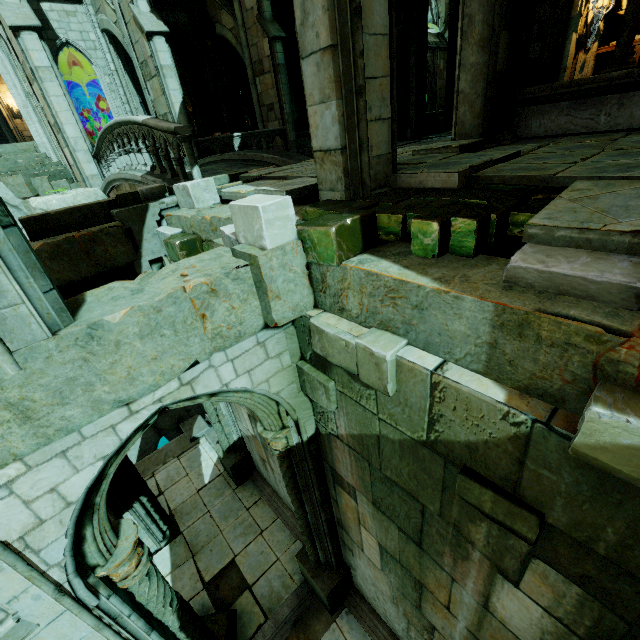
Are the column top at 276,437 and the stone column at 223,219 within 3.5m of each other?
yes

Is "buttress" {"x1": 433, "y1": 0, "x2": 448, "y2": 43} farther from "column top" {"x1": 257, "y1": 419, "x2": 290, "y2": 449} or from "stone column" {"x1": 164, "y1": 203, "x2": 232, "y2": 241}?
"column top" {"x1": 257, "y1": 419, "x2": 290, "y2": 449}

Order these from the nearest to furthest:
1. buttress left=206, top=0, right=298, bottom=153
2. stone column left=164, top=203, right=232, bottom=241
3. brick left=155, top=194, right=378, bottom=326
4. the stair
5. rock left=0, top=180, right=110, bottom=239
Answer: brick left=155, top=194, right=378, bottom=326
stone column left=164, top=203, right=232, bottom=241
the stair
rock left=0, top=180, right=110, bottom=239
buttress left=206, top=0, right=298, bottom=153

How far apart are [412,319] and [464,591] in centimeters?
322cm

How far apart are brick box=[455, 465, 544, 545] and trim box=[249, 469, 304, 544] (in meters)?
6.30

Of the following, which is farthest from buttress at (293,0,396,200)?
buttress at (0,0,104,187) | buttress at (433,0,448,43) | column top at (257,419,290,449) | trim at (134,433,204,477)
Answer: buttress at (433,0,448,43)

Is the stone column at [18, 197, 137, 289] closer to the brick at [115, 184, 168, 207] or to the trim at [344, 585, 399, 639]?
the brick at [115, 184, 168, 207]

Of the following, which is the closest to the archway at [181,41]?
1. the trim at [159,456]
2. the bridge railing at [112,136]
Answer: the bridge railing at [112,136]
